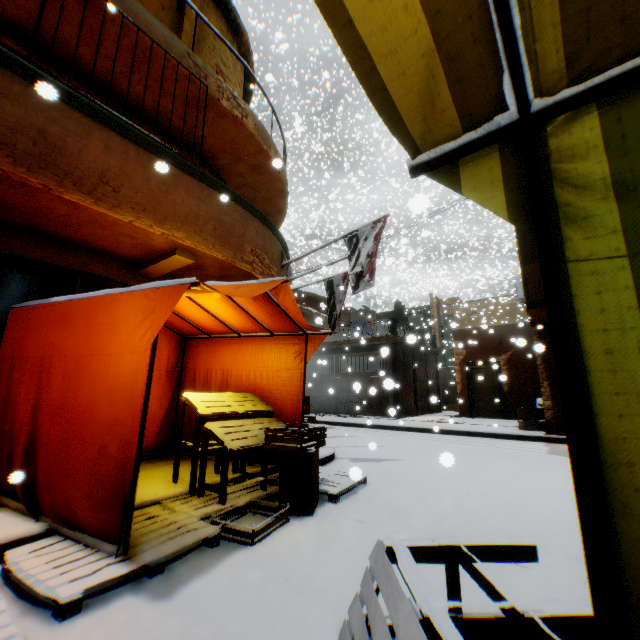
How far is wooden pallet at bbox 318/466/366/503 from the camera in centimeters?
396cm

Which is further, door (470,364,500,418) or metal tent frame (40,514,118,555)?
door (470,364,500,418)

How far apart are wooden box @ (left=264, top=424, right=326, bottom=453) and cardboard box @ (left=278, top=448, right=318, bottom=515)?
0.0m

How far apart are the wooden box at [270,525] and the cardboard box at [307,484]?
0.1 meters

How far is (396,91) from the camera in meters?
1.0

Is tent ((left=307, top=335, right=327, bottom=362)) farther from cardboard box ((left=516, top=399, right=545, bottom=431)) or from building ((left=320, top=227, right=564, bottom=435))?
cardboard box ((left=516, top=399, right=545, bottom=431))

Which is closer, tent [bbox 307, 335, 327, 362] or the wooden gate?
tent [bbox 307, 335, 327, 362]

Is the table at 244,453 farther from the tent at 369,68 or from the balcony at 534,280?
the balcony at 534,280
